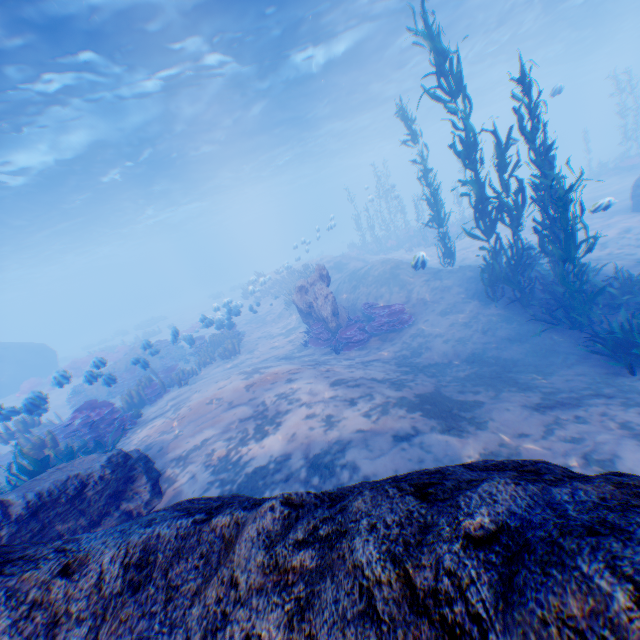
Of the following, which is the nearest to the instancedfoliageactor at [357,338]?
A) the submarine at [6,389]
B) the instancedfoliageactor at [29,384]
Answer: the submarine at [6,389]

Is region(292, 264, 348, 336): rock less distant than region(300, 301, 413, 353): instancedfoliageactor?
No

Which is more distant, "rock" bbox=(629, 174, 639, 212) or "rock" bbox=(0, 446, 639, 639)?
"rock" bbox=(629, 174, 639, 212)

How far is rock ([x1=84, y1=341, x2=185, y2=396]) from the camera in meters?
11.9 m

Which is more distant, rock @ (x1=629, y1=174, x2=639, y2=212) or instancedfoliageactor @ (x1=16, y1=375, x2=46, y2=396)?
instancedfoliageactor @ (x1=16, y1=375, x2=46, y2=396)

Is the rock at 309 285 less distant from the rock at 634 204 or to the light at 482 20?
the rock at 634 204

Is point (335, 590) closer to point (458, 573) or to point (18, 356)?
point (458, 573)

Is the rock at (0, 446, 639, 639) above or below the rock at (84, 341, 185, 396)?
above
